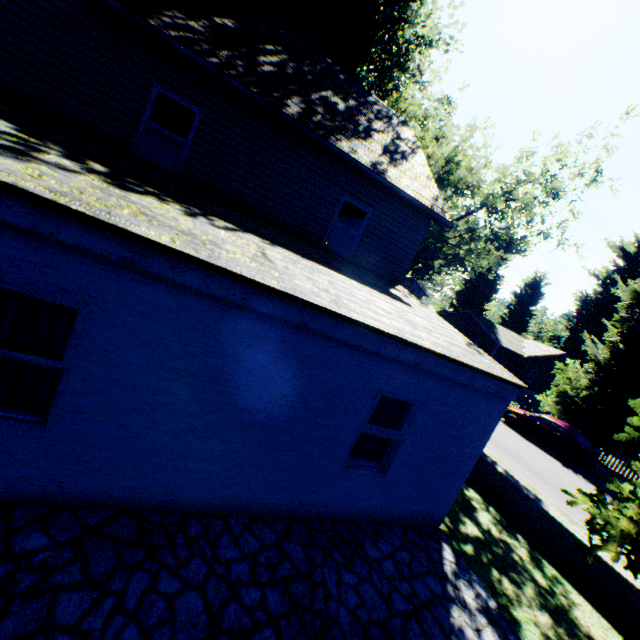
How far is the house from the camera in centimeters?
3550cm

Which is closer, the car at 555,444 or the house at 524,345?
the car at 555,444

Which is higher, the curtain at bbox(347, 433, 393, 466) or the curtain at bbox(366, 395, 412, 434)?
the curtain at bbox(366, 395, 412, 434)

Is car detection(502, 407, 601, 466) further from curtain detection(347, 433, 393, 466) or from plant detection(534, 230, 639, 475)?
curtain detection(347, 433, 393, 466)

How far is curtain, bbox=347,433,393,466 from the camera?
5.7 meters

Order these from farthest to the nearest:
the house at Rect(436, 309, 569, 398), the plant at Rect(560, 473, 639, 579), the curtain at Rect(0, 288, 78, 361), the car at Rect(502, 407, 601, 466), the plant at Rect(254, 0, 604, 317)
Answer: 1. the house at Rect(436, 309, 569, 398)
2. the car at Rect(502, 407, 601, 466)
3. the plant at Rect(254, 0, 604, 317)
4. the plant at Rect(560, 473, 639, 579)
5. the curtain at Rect(0, 288, 78, 361)

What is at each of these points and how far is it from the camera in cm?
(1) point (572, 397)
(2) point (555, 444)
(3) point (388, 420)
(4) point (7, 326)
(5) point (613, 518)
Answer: (1) plant, 2042
(2) car, 1730
(3) curtain, 575
(4) curtain, 341
(5) plant, 534

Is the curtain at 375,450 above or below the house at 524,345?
below
